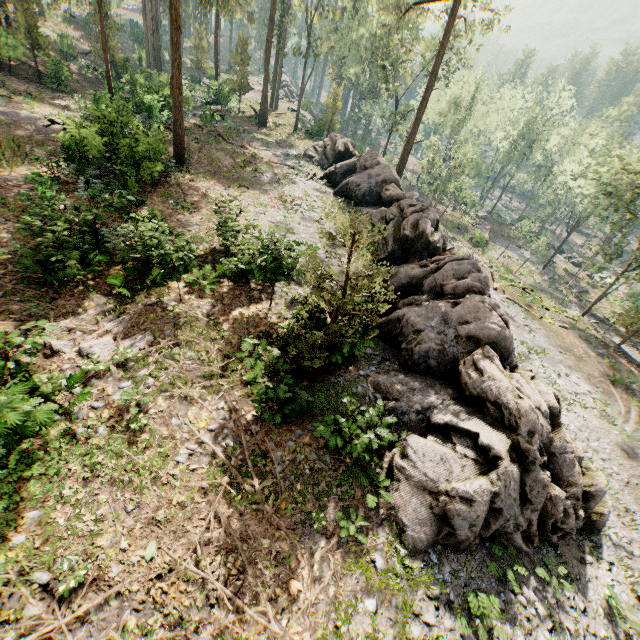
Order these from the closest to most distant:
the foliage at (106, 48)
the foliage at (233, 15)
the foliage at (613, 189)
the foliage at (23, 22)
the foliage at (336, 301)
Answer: the foliage at (336, 301) < the foliage at (233, 15) < the foliage at (106, 48) < the foliage at (23, 22) < the foliage at (613, 189)

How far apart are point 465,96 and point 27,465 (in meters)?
64.00

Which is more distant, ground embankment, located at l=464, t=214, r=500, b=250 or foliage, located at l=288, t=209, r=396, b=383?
ground embankment, located at l=464, t=214, r=500, b=250

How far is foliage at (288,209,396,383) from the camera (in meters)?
8.24

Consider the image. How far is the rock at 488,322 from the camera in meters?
9.1 m

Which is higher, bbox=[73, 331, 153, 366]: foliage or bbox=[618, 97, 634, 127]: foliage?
bbox=[618, 97, 634, 127]: foliage

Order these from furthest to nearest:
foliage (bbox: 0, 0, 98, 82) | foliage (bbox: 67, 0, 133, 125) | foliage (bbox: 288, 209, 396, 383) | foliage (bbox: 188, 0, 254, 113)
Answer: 1. foliage (bbox: 0, 0, 98, 82)
2. foliage (bbox: 67, 0, 133, 125)
3. foliage (bbox: 188, 0, 254, 113)
4. foliage (bbox: 288, 209, 396, 383)

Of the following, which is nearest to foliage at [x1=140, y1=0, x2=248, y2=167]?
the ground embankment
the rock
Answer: the rock
